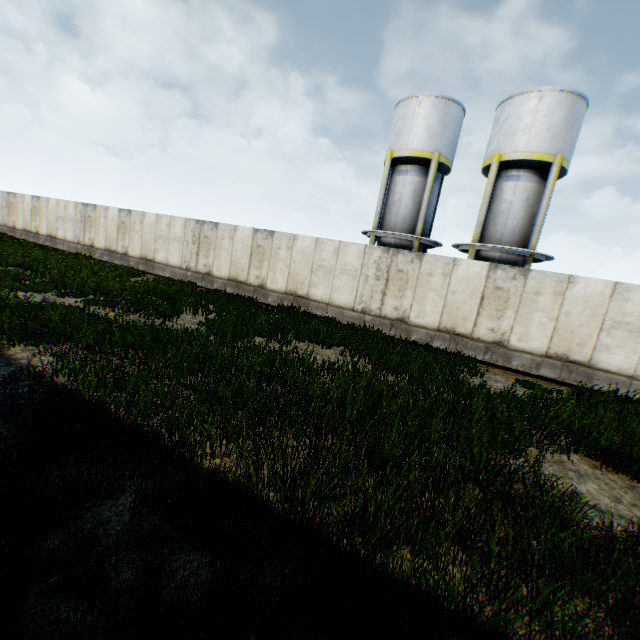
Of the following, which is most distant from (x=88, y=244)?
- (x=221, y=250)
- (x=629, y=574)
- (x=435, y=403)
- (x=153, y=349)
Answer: (x=629, y=574)

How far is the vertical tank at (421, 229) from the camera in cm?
1773

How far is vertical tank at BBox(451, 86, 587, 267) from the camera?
15.4m

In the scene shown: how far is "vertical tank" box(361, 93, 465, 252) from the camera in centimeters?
1773cm

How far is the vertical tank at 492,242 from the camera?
15.39m

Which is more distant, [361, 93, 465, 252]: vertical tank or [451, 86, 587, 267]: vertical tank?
[361, 93, 465, 252]: vertical tank
